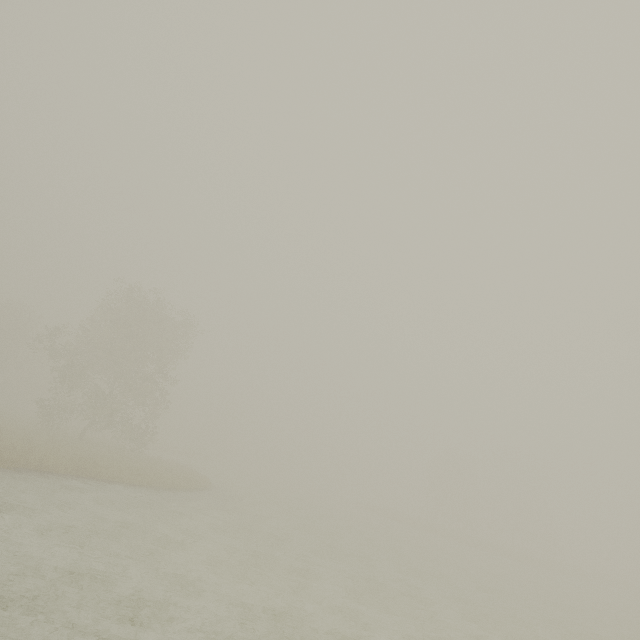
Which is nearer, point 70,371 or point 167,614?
point 167,614
